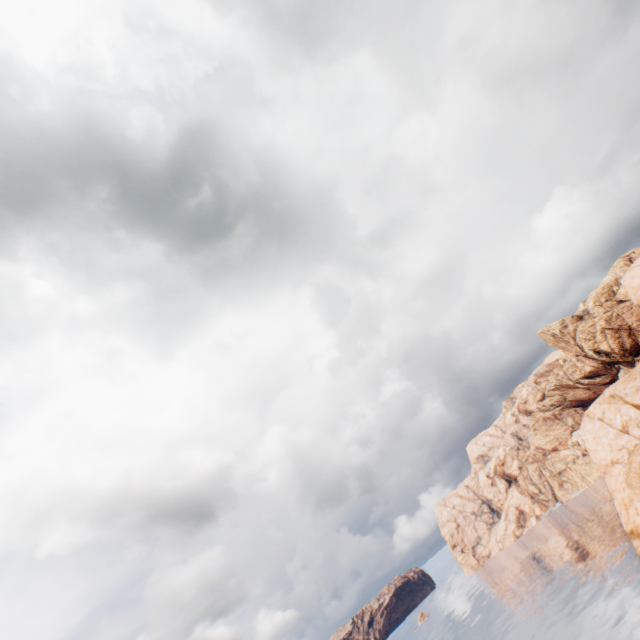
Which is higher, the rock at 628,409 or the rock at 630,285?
the rock at 630,285

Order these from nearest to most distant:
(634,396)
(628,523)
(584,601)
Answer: (634,396)
(628,523)
(584,601)

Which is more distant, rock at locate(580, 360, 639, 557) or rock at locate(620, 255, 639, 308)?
rock at locate(620, 255, 639, 308)

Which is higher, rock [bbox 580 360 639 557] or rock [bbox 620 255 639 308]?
rock [bbox 620 255 639 308]

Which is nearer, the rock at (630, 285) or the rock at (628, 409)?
the rock at (628, 409)
